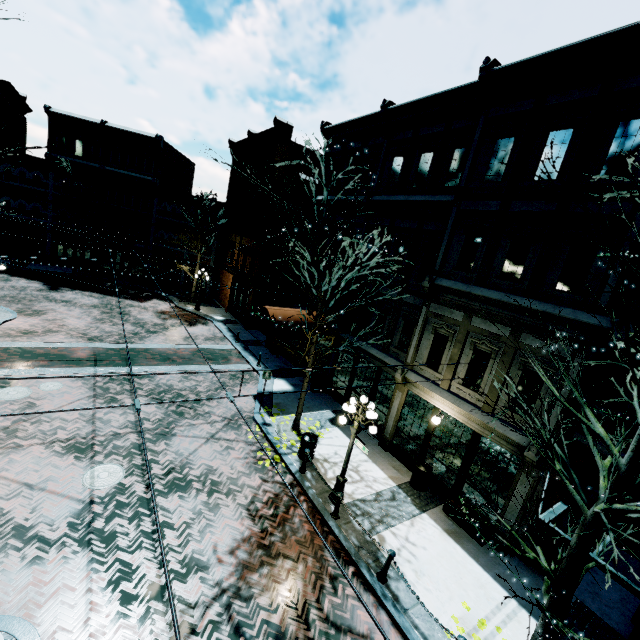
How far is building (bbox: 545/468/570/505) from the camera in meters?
8.8 m

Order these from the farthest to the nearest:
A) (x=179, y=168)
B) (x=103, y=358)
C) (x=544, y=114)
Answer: (x=179, y=168) → (x=103, y=358) → (x=544, y=114)

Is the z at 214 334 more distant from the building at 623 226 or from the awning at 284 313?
the awning at 284 313

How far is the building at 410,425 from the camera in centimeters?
930cm

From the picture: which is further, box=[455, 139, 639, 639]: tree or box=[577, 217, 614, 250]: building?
box=[577, 217, 614, 250]: building

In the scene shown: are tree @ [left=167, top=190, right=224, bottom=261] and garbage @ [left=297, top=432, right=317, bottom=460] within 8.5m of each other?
no

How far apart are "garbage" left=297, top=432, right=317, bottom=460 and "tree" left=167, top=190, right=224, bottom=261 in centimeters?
2176cm

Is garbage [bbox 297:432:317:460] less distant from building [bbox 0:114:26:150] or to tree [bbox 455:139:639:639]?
tree [bbox 455:139:639:639]
